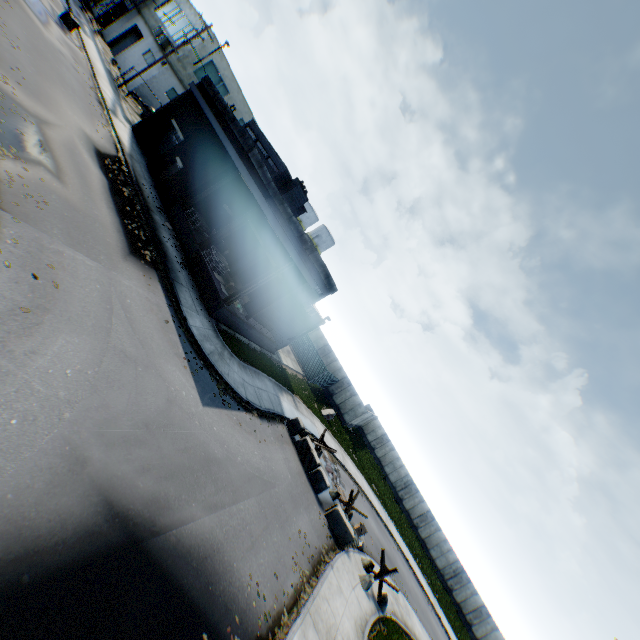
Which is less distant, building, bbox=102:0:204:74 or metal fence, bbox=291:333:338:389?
building, bbox=102:0:204:74

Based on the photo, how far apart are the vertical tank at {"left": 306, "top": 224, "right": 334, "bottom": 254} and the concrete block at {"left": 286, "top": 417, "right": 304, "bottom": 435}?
37.3 meters

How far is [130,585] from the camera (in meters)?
6.20

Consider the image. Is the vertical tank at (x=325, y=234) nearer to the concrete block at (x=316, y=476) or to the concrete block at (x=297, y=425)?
the concrete block at (x=297, y=425)

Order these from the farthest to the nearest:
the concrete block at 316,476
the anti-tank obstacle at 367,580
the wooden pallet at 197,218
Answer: the wooden pallet at 197,218, the concrete block at 316,476, the anti-tank obstacle at 367,580

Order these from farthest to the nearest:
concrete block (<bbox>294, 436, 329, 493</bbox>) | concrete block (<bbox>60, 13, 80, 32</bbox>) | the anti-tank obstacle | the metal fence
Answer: the metal fence
concrete block (<bbox>60, 13, 80, 32</bbox>)
concrete block (<bbox>294, 436, 329, 493</bbox>)
the anti-tank obstacle

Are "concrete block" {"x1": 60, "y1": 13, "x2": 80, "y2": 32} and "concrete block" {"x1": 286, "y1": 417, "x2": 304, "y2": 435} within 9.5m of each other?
no

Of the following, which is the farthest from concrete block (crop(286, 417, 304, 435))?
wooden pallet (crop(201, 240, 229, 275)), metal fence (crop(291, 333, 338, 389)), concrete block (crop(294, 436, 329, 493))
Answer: metal fence (crop(291, 333, 338, 389))
